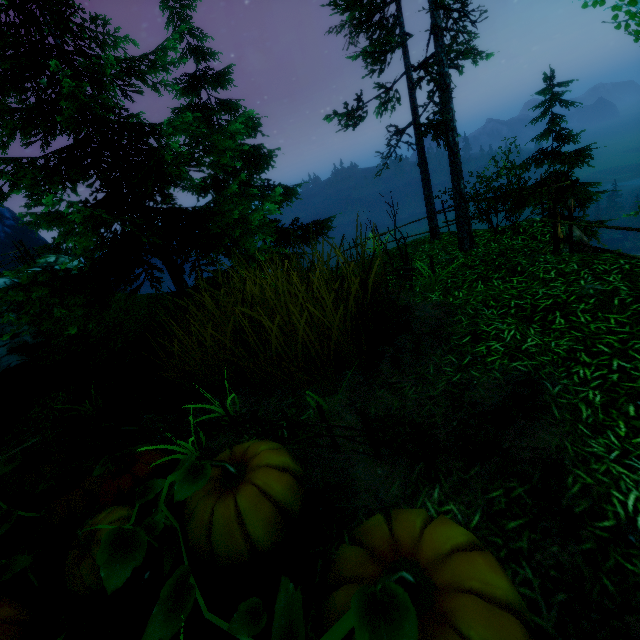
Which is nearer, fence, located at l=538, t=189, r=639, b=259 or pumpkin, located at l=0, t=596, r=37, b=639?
pumpkin, located at l=0, t=596, r=37, b=639

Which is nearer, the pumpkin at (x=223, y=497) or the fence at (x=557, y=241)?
the pumpkin at (x=223, y=497)

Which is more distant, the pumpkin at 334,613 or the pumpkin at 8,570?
A: the pumpkin at 8,570

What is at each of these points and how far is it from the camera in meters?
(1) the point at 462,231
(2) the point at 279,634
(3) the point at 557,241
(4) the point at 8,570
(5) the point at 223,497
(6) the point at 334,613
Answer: (1) tree, 8.2 m
(2) pumpkin, 2.1 m
(3) fence, 6.7 m
(4) pumpkin, 4.7 m
(5) pumpkin, 2.9 m
(6) pumpkin, 2.0 m

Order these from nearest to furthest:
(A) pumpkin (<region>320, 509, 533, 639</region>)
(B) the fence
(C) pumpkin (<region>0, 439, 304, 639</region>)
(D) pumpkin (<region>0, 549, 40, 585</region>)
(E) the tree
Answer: (A) pumpkin (<region>320, 509, 533, 639</region>)
(C) pumpkin (<region>0, 439, 304, 639</region>)
(D) pumpkin (<region>0, 549, 40, 585</region>)
(B) the fence
(E) the tree

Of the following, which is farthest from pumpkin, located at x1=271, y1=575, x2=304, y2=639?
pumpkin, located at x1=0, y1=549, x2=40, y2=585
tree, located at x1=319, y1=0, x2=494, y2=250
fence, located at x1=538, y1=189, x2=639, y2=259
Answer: tree, located at x1=319, y1=0, x2=494, y2=250

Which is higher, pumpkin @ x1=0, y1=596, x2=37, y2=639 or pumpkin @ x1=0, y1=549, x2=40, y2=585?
pumpkin @ x1=0, y1=596, x2=37, y2=639
